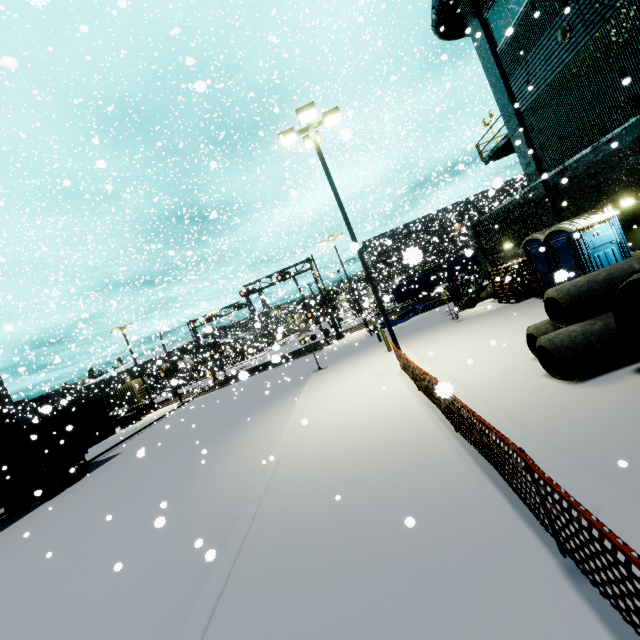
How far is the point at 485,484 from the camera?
4.4 meters

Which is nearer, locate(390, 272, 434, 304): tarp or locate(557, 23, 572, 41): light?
locate(557, 23, 572, 41): light

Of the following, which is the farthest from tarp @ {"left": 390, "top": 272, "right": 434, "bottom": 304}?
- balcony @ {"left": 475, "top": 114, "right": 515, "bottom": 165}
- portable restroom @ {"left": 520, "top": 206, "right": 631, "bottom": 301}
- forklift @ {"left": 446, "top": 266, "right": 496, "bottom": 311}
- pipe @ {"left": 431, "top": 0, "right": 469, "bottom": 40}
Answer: balcony @ {"left": 475, "top": 114, "right": 515, "bottom": 165}

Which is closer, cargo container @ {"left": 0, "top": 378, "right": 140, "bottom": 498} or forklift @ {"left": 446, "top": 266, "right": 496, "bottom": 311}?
cargo container @ {"left": 0, "top": 378, "right": 140, "bottom": 498}

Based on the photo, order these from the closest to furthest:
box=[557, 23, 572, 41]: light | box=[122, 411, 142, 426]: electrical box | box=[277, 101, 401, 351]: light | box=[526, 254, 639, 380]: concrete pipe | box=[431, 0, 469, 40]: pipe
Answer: box=[526, 254, 639, 380]: concrete pipe
box=[557, 23, 572, 41]: light
box=[277, 101, 401, 351]: light
box=[431, 0, 469, 40]: pipe
box=[122, 411, 142, 426]: electrical box

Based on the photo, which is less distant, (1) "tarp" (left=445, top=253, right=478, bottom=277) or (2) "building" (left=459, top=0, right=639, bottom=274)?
(2) "building" (left=459, top=0, right=639, bottom=274)

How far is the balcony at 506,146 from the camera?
15.8 meters

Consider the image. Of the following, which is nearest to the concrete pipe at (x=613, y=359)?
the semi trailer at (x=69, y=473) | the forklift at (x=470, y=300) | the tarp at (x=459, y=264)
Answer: the tarp at (x=459, y=264)
